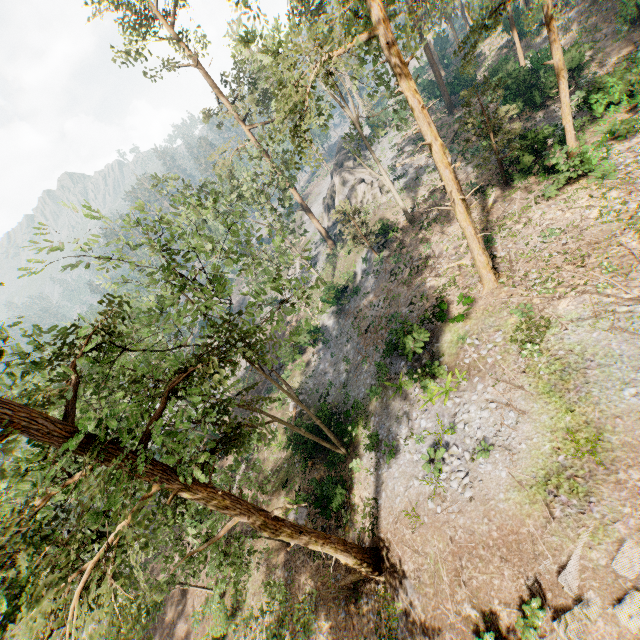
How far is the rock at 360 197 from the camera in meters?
36.6

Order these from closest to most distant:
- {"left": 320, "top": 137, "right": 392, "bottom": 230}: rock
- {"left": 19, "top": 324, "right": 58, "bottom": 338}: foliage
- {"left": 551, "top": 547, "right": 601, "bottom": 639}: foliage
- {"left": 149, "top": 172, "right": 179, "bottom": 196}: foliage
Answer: Result: {"left": 551, "top": 547, "right": 601, "bottom": 639}: foliage → {"left": 19, "top": 324, "right": 58, "bottom": 338}: foliage → {"left": 149, "top": 172, "right": 179, "bottom": 196}: foliage → {"left": 320, "top": 137, "right": 392, "bottom": 230}: rock

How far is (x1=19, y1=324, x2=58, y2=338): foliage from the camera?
11.9m

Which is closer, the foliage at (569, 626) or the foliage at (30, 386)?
the foliage at (30, 386)

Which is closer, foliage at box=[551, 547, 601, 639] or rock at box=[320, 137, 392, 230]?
foliage at box=[551, 547, 601, 639]

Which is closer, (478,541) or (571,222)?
(478,541)

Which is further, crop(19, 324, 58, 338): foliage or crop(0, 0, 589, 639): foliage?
crop(19, 324, 58, 338): foliage
